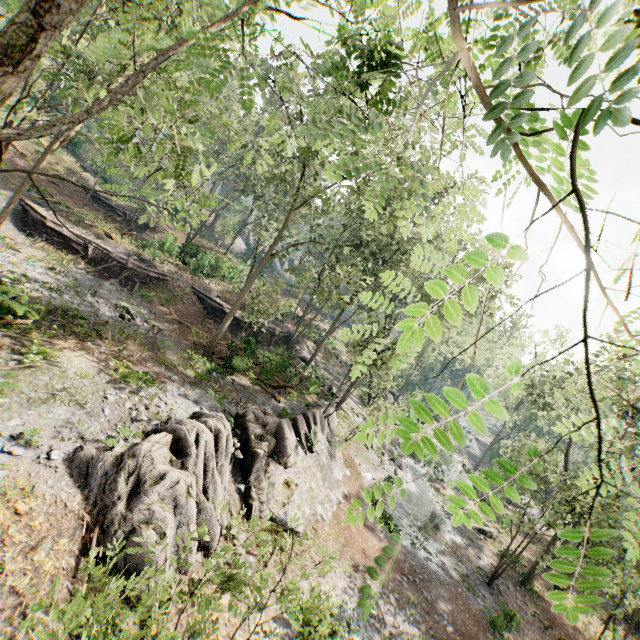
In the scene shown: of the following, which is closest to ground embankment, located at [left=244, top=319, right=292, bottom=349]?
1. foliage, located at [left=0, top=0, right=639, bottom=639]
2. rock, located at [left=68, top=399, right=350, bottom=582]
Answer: foliage, located at [left=0, top=0, right=639, bottom=639]

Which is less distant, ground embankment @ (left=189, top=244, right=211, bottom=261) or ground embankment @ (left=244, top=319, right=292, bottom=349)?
ground embankment @ (left=244, top=319, right=292, bottom=349)

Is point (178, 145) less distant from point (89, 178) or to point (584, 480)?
point (584, 480)

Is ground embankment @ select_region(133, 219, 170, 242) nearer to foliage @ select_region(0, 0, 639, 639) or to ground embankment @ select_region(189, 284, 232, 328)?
foliage @ select_region(0, 0, 639, 639)

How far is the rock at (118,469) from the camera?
9.7 meters

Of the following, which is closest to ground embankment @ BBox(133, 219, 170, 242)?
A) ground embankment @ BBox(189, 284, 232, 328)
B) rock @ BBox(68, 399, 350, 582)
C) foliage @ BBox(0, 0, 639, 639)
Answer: foliage @ BBox(0, 0, 639, 639)

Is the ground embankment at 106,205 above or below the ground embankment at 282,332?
above

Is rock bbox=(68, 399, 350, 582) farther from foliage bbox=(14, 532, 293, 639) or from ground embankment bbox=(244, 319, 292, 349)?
ground embankment bbox=(244, 319, 292, 349)
